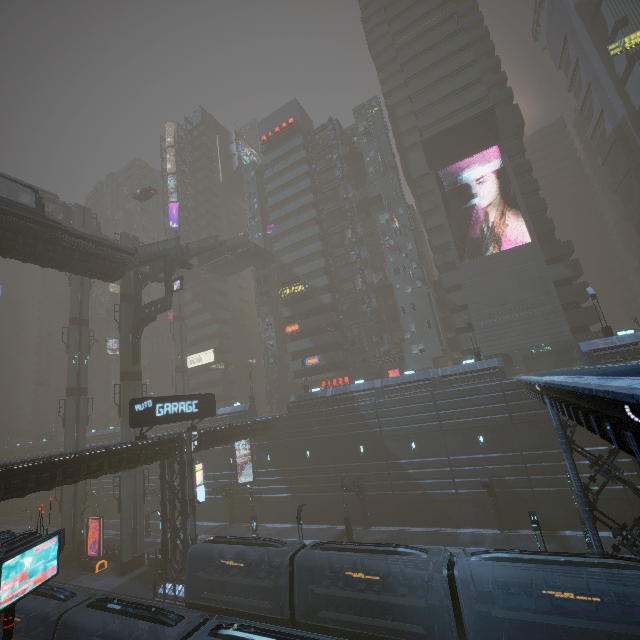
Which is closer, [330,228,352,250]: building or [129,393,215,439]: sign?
[129,393,215,439]: sign

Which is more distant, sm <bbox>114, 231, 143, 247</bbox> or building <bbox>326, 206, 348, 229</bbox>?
building <bbox>326, 206, 348, 229</bbox>

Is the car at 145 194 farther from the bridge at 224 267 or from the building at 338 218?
the bridge at 224 267

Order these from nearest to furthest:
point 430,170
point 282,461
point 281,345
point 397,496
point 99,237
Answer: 1. point 99,237
2. point 397,496
3. point 282,461
4. point 430,170
5. point 281,345

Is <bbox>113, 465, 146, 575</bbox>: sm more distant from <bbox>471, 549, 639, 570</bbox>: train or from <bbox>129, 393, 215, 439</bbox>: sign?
<bbox>471, 549, 639, 570</bbox>: train

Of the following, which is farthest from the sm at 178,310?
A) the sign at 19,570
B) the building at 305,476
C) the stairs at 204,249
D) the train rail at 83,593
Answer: the sign at 19,570

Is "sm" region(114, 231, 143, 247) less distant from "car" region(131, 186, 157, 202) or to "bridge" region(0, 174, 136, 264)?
"bridge" region(0, 174, 136, 264)

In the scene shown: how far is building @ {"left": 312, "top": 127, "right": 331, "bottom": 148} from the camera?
57.8 meters
